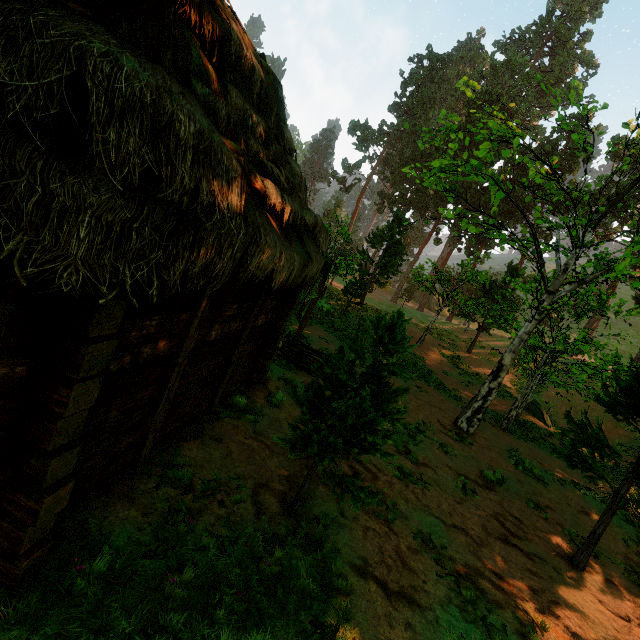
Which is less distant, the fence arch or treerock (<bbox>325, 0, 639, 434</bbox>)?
treerock (<bbox>325, 0, 639, 434</bbox>)

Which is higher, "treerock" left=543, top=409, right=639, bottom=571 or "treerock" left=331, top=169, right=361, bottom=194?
"treerock" left=331, top=169, right=361, bottom=194

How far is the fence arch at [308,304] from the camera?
Result: 13.0m

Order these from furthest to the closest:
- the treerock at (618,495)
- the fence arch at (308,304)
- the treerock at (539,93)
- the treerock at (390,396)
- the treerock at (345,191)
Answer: the treerock at (345,191)
the fence arch at (308,304)
the treerock at (539,93)
the treerock at (618,495)
the treerock at (390,396)

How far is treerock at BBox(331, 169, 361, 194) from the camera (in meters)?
53.28

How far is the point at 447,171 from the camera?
11.55m

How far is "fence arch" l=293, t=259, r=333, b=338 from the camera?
12.98m
